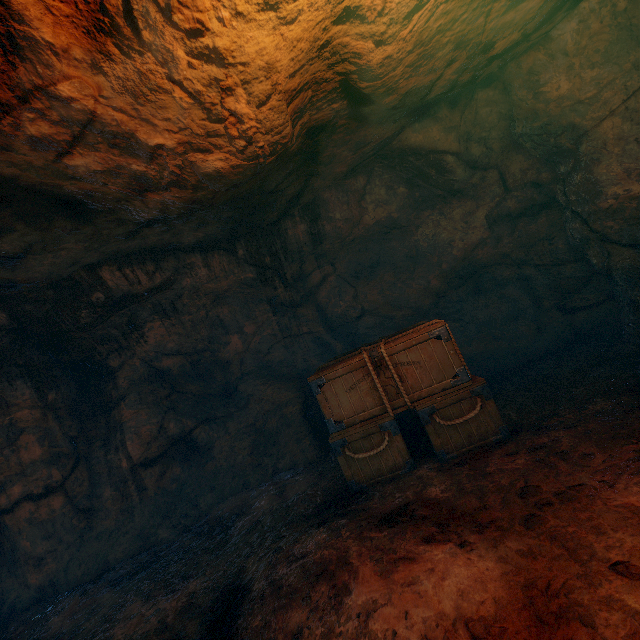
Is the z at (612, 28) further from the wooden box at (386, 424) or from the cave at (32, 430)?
the cave at (32, 430)

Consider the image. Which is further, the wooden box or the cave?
the cave

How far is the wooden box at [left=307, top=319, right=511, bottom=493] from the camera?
4.2 meters

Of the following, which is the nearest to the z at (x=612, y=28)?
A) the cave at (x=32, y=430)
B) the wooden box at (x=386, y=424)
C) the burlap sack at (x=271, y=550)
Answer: the burlap sack at (x=271, y=550)

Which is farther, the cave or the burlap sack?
the cave

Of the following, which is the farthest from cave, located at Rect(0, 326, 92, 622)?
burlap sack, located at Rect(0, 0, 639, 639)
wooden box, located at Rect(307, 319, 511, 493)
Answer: wooden box, located at Rect(307, 319, 511, 493)

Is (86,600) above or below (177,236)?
below

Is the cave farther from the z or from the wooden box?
the z
